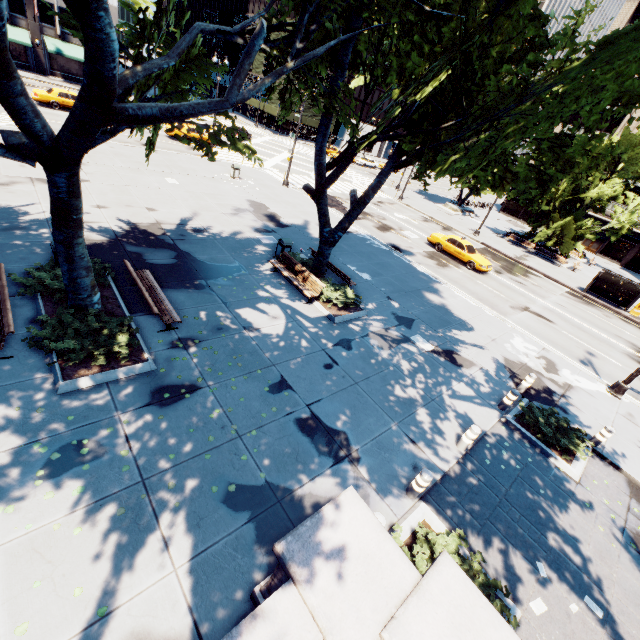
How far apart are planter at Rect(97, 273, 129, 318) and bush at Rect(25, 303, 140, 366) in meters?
0.0 m

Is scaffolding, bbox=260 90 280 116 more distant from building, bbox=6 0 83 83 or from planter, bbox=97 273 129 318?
planter, bbox=97 273 129 318

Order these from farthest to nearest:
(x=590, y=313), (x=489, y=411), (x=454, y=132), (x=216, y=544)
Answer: (x=590, y=313) < (x=454, y=132) < (x=489, y=411) < (x=216, y=544)

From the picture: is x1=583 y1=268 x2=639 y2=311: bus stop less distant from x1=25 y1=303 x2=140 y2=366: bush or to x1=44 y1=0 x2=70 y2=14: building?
x1=25 y1=303 x2=140 y2=366: bush

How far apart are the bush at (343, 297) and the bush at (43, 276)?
7.3m

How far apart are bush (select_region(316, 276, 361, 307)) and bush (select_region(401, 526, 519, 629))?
7.7 meters

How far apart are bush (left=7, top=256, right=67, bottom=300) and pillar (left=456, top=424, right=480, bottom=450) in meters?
11.2

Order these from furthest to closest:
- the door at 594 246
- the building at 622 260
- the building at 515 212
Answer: the building at 515 212 < the door at 594 246 < the building at 622 260
